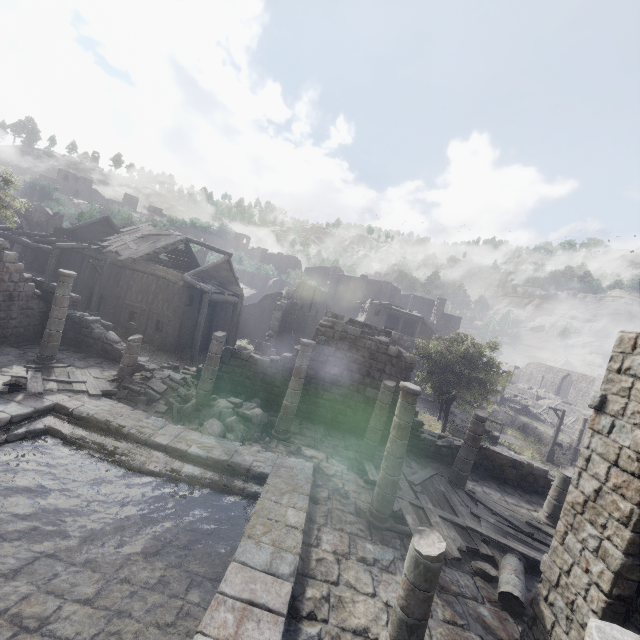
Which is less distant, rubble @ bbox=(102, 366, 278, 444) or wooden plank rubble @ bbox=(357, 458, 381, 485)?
wooden plank rubble @ bbox=(357, 458, 381, 485)

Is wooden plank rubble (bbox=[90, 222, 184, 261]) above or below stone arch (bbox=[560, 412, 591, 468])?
above

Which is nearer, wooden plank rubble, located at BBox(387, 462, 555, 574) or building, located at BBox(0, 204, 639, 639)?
building, located at BBox(0, 204, 639, 639)

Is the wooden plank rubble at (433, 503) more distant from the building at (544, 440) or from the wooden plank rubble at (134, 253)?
the wooden plank rubble at (134, 253)

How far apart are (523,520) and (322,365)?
9.5 meters

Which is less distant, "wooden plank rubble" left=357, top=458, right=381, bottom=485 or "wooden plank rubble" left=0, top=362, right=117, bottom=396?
"wooden plank rubble" left=0, top=362, right=117, bottom=396

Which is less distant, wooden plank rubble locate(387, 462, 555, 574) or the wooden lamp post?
wooden plank rubble locate(387, 462, 555, 574)

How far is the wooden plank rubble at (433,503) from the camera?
8.9 meters
